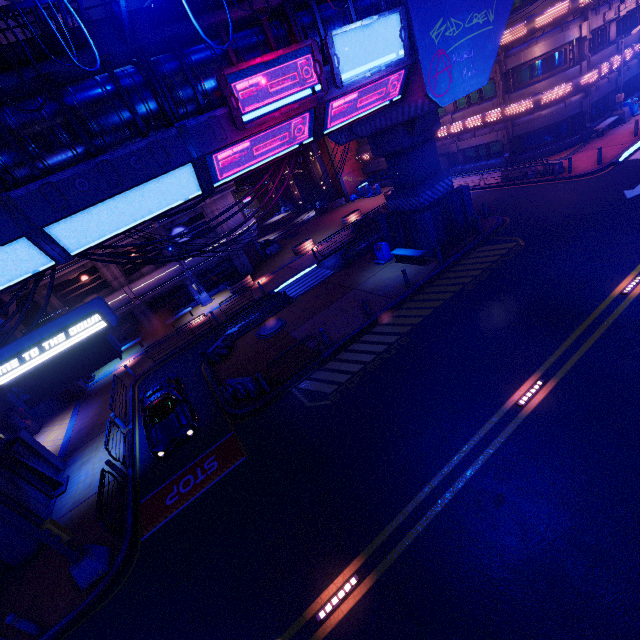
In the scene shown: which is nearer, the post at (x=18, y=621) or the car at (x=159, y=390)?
the post at (x=18, y=621)

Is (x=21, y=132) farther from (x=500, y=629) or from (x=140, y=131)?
(x=500, y=629)

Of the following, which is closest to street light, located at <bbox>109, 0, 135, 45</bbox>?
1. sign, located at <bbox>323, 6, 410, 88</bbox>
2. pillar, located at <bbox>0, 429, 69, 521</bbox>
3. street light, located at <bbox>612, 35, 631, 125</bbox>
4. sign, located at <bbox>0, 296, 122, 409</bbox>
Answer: sign, located at <bbox>323, 6, 410, 88</bbox>

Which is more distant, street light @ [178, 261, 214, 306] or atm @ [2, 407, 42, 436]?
street light @ [178, 261, 214, 306]

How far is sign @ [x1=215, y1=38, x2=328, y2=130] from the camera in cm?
977

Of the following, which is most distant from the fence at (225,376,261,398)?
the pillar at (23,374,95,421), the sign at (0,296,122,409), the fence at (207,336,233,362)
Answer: the pillar at (23,374,95,421)

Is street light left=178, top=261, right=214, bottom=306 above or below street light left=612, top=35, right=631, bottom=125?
above

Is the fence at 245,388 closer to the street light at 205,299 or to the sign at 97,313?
the sign at 97,313
